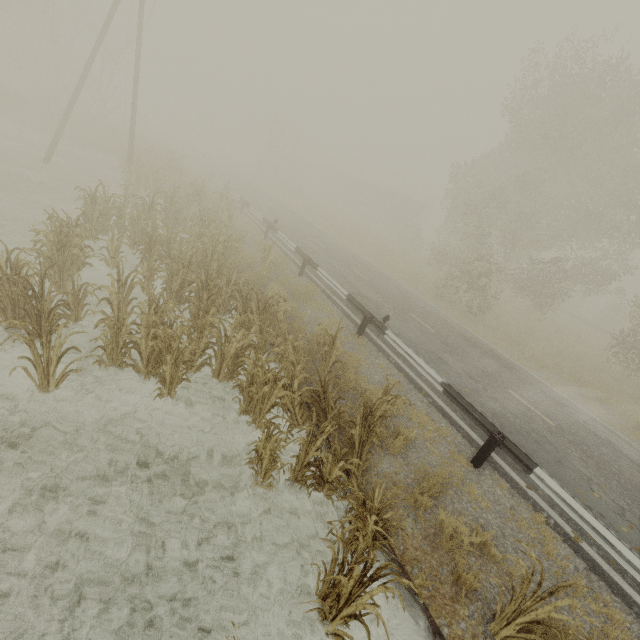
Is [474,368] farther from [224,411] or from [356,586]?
[356,586]

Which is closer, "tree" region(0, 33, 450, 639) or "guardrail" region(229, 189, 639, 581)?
"tree" region(0, 33, 450, 639)

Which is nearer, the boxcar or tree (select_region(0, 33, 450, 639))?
tree (select_region(0, 33, 450, 639))

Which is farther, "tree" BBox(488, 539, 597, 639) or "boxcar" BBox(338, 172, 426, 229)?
"boxcar" BBox(338, 172, 426, 229)

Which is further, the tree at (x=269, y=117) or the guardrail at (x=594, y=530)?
the tree at (x=269, y=117)

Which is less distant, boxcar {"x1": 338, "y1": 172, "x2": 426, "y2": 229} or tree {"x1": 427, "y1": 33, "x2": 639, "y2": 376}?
tree {"x1": 427, "y1": 33, "x2": 639, "y2": 376}

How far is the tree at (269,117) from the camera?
43.3 meters

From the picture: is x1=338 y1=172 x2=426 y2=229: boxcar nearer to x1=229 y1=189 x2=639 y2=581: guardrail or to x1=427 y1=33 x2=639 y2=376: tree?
x1=427 y1=33 x2=639 y2=376: tree
